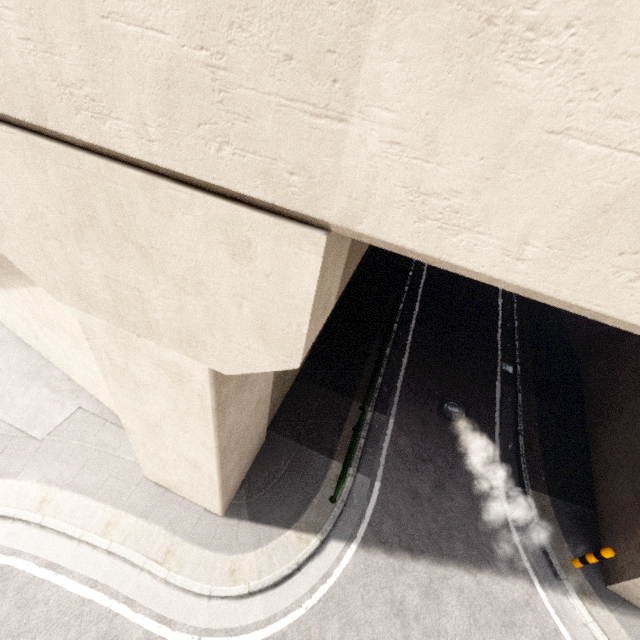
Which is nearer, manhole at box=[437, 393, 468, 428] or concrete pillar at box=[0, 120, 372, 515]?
concrete pillar at box=[0, 120, 372, 515]

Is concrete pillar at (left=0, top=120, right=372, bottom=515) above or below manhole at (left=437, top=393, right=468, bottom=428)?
above

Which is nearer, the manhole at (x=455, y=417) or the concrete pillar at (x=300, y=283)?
the concrete pillar at (x=300, y=283)

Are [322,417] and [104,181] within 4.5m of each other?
no

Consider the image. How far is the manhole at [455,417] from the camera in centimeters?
996cm

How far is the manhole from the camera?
9.96m
